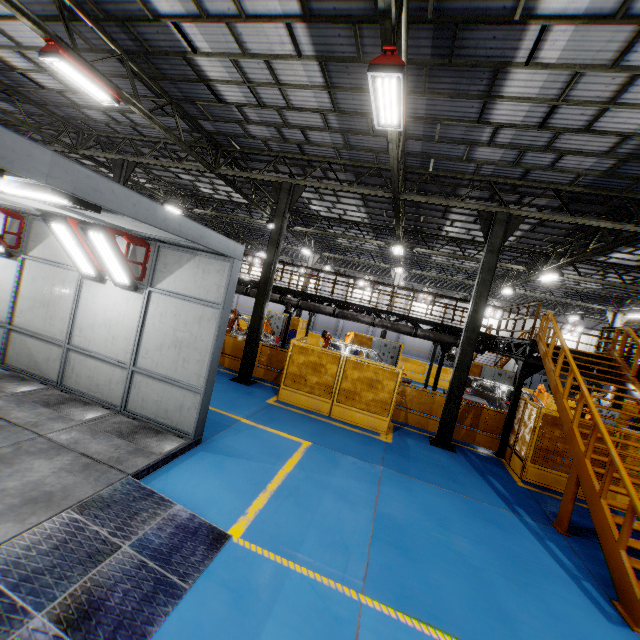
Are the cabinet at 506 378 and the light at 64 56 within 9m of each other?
no

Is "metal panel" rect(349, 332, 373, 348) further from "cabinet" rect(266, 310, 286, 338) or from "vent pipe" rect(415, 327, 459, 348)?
"vent pipe" rect(415, 327, 459, 348)

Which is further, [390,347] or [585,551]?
[390,347]

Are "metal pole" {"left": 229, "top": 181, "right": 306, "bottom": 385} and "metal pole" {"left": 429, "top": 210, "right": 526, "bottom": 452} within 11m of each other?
yes

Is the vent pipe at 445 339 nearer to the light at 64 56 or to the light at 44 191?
the light at 64 56

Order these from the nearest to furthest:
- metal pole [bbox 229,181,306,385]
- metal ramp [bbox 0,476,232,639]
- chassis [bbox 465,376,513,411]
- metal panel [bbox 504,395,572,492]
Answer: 1. metal ramp [bbox 0,476,232,639]
2. metal panel [bbox 504,395,572,492]
3. metal pole [bbox 229,181,306,385]
4. chassis [bbox 465,376,513,411]

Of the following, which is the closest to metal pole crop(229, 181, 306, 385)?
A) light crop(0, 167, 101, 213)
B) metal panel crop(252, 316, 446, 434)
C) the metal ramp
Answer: metal panel crop(252, 316, 446, 434)

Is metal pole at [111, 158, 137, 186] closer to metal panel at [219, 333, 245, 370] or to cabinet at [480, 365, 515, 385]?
metal panel at [219, 333, 245, 370]
